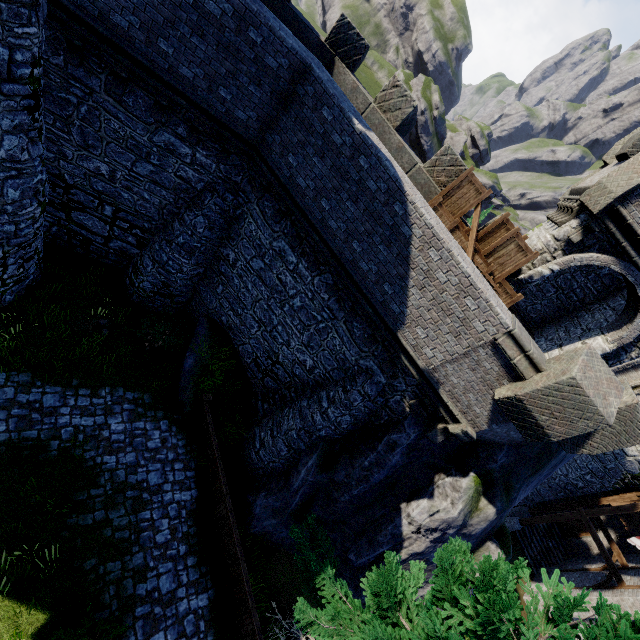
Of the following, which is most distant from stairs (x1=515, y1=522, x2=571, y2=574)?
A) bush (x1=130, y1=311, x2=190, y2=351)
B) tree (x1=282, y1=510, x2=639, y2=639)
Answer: bush (x1=130, y1=311, x2=190, y2=351)

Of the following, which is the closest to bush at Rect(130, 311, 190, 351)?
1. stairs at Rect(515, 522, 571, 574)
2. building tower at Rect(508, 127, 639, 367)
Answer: building tower at Rect(508, 127, 639, 367)

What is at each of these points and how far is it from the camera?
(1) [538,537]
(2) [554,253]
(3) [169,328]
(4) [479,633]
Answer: (1) stairs, 24.0m
(2) building tower, 10.6m
(3) bush, 12.9m
(4) tree, 5.6m

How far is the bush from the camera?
12.38m

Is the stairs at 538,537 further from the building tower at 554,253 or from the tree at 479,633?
the tree at 479,633

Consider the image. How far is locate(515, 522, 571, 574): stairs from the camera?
23.2 meters

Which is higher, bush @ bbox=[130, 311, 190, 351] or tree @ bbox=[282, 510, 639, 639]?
tree @ bbox=[282, 510, 639, 639]

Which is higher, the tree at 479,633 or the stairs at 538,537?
the tree at 479,633
